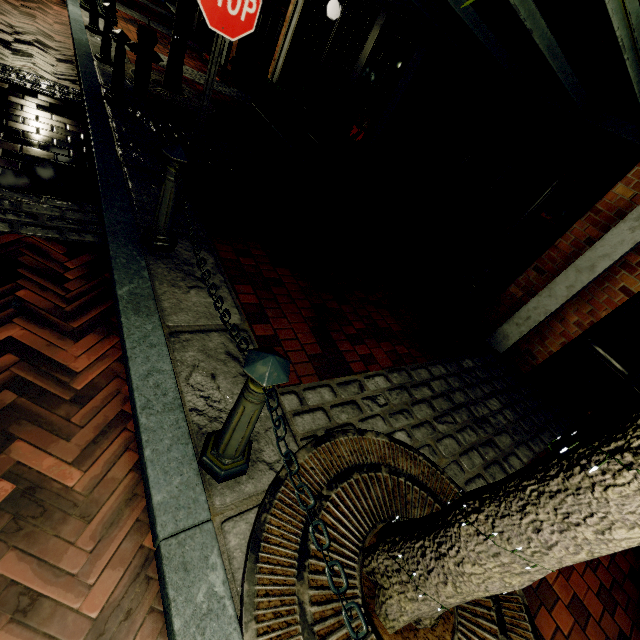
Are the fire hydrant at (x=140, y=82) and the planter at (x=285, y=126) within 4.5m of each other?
yes

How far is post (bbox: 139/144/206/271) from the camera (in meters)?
2.20

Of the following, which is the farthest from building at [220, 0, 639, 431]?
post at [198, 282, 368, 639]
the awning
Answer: post at [198, 282, 368, 639]

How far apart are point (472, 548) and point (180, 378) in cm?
176

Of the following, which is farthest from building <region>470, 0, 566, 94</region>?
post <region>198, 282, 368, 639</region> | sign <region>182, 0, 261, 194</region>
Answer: post <region>198, 282, 368, 639</region>

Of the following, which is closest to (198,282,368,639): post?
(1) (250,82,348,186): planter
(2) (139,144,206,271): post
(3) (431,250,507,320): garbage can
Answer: (2) (139,144,206,271): post

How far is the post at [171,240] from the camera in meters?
2.2 m

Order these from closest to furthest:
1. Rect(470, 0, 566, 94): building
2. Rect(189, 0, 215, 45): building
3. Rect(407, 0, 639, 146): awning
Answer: Rect(407, 0, 639, 146): awning → Rect(470, 0, 566, 94): building → Rect(189, 0, 215, 45): building
